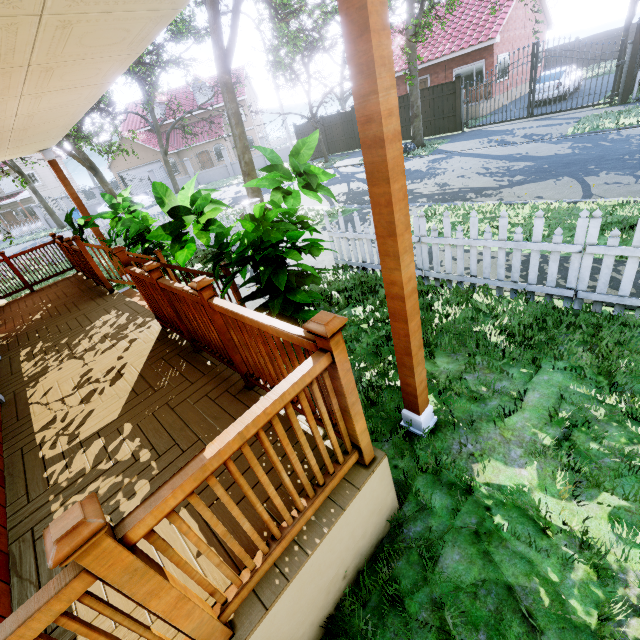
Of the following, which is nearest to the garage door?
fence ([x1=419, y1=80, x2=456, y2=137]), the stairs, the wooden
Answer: fence ([x1=419, y1=80, x2=456, y2=137])

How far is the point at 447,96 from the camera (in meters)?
17.08

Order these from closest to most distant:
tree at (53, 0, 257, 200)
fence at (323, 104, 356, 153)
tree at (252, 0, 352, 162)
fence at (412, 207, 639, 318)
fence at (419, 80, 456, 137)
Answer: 1. fence at (412, 207, 639, 318)
2. tree at (53, 0, 257, 200)
3. tree at (252, 0, 352, 162)
4. fence at (419, 80, 456, 137)
5. fence at (323, 104, 356, 153)

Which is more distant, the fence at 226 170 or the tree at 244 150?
the fence at 226 170

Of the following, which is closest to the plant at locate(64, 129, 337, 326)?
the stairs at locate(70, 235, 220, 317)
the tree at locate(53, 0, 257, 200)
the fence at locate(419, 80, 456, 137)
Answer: the stairs at locate(70, 235, 220, 317)

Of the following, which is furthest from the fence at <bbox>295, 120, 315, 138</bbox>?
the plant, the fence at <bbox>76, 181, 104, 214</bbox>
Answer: the plant

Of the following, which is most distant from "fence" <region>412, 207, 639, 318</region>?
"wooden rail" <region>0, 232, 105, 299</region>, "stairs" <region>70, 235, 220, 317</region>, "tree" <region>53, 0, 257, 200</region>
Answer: "wooden rail" <region>0, 232, 105, 299</region>

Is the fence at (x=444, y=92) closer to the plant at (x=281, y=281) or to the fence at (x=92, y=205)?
the fence at (x=92, y=205)
